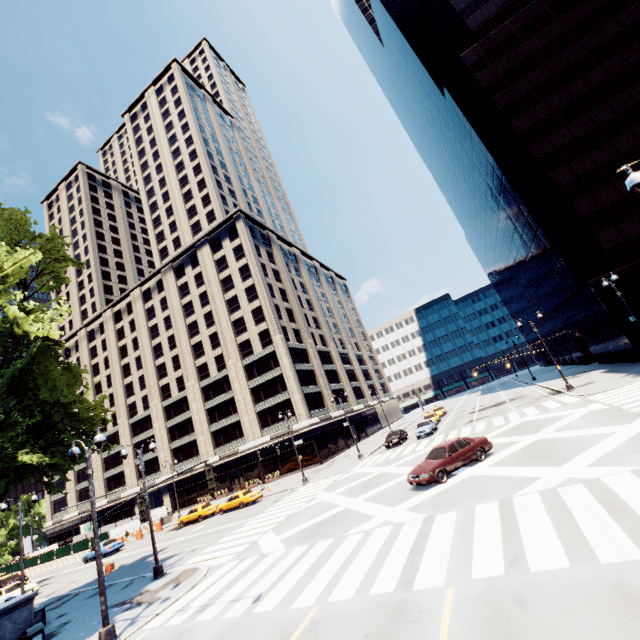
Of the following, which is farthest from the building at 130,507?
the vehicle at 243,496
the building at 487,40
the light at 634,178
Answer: the light at 634,178

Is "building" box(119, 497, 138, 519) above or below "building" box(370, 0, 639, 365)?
below

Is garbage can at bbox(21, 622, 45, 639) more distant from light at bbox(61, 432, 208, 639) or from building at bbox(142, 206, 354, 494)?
building at bbox(142, 206, 354, 494)

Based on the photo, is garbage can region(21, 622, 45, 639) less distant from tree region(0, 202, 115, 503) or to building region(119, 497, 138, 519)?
tree region(0, 202, 115, 503)

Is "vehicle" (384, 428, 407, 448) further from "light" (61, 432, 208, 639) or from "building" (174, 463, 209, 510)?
"light" (61, 432, 208, 639)

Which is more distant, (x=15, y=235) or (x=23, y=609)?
(x=15, y=235)

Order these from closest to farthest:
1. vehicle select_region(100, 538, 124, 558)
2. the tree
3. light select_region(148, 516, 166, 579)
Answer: the tree < light select_region(148, 516, 166, 579) < vehicle select_region(100, 538, 124, 558)

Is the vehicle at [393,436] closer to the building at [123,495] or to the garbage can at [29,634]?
the building at [123,495]
